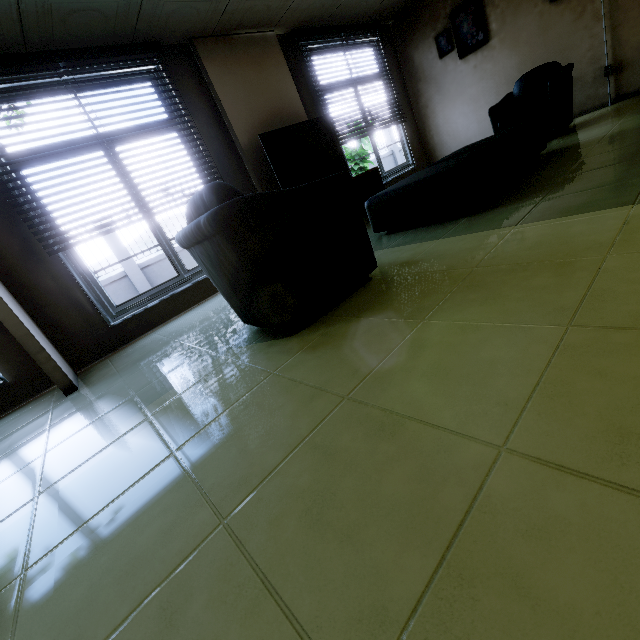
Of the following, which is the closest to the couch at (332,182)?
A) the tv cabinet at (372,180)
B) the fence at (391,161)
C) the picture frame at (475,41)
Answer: the tv cabinet at (372,180)

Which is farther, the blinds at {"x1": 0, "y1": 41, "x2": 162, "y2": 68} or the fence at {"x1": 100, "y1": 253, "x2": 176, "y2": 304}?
the fence at {"x1": 100, "y1": 253, "x2": 176, "y2": 304}

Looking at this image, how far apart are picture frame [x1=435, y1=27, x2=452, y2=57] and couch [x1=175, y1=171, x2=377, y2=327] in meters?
5.6

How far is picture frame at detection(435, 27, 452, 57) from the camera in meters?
5.6

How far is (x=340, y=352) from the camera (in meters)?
1.39

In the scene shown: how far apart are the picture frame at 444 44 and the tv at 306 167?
3.02m

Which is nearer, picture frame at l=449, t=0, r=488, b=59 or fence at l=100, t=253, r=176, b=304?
picture frame at l=449, t=0, r=488, b=59

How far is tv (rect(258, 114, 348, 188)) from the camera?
4.20m
